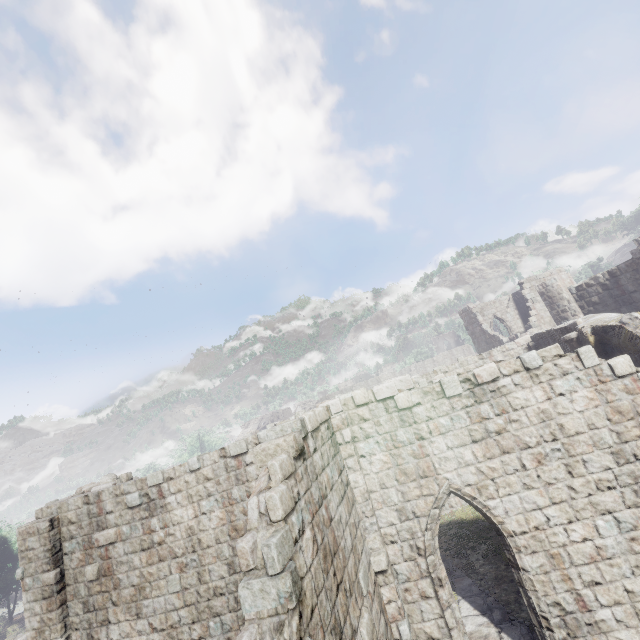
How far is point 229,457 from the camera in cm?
942
